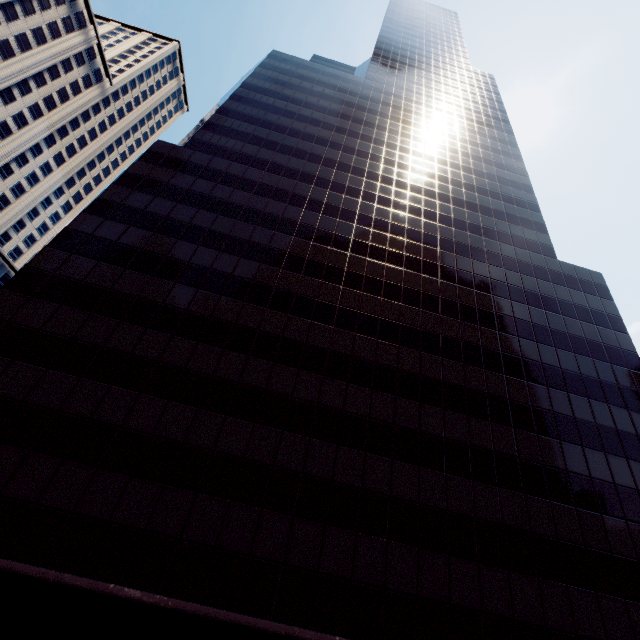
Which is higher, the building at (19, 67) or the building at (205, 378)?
the building at (19, 67)

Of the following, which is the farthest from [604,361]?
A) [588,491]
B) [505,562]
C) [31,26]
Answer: [31,26]

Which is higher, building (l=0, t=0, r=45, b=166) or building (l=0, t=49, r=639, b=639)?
building (l=0, t=0, r=45, b=166)

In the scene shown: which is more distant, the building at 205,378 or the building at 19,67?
the building at 19,67

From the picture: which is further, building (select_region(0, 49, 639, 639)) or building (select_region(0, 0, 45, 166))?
building (select_region(0, 0, 45, 166))
